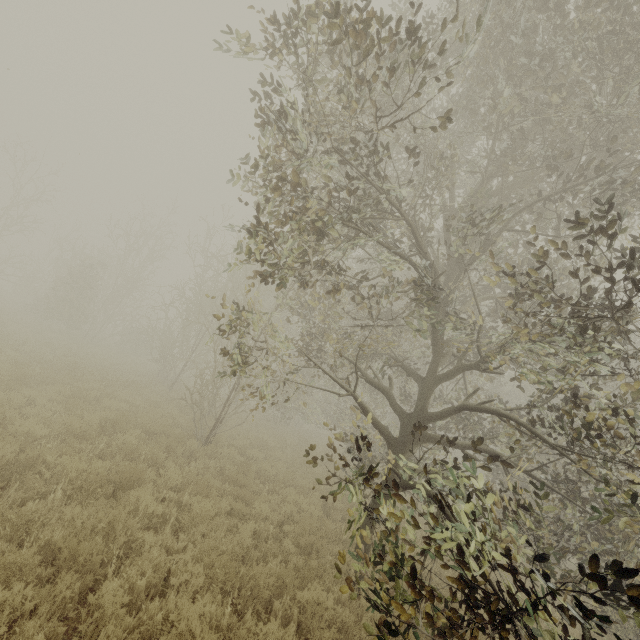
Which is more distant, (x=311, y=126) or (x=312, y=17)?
(x=311, y=126)
